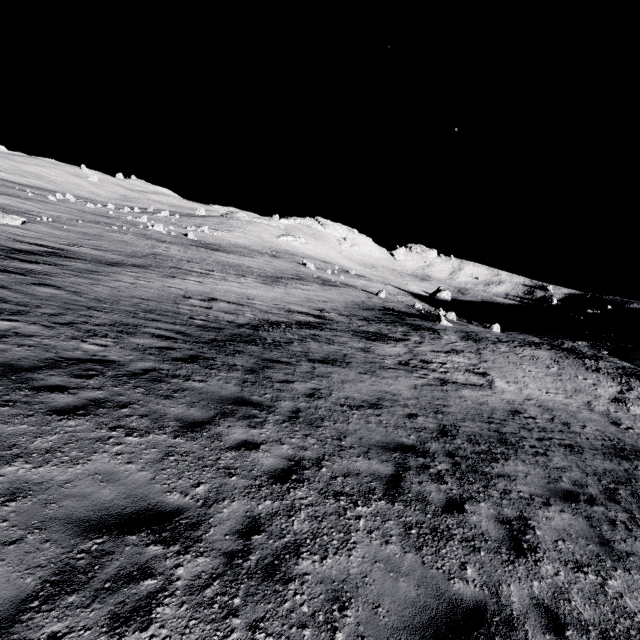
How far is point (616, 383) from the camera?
21.72m
